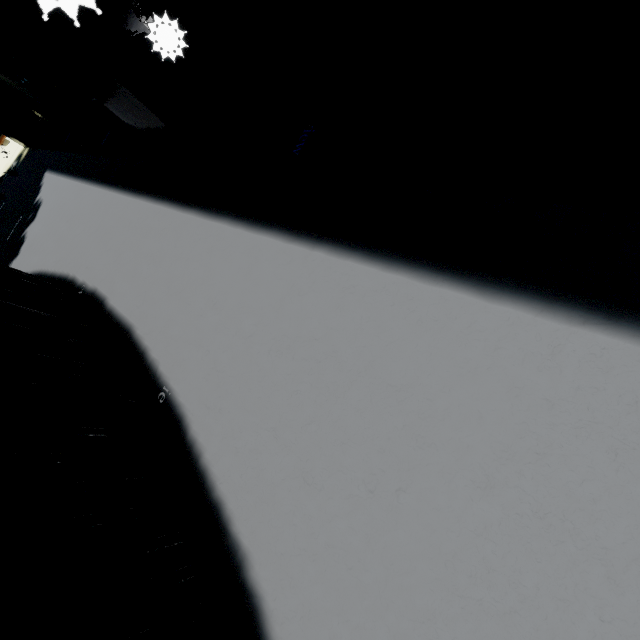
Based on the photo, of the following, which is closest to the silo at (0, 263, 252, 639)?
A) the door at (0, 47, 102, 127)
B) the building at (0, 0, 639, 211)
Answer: the building at (0, 0, 639, 211)

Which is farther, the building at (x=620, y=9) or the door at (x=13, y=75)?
the door at (x=13, y=75)

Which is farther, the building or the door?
the door

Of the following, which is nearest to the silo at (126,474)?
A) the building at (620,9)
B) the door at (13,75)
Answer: the building at (620,9)

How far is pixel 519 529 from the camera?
1.3m

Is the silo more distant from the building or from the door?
the door
